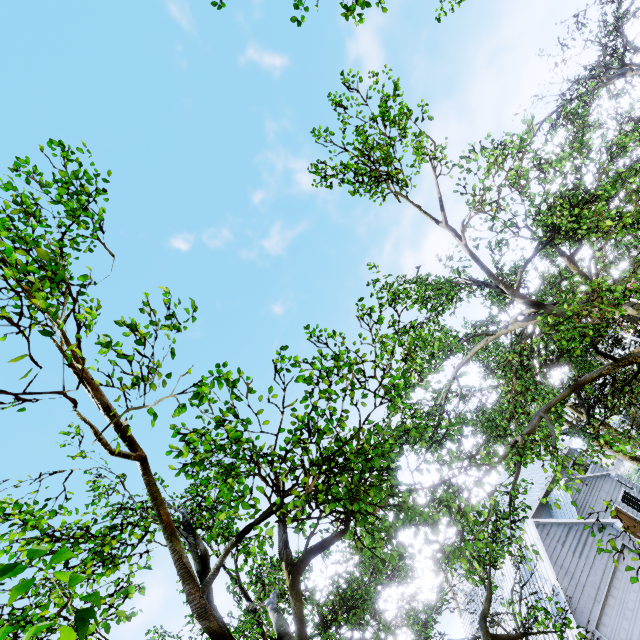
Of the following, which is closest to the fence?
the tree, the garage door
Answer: the tree

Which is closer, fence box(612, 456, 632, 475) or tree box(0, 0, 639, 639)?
tree box(0, 0, 639, 639)

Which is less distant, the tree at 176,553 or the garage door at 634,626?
the tree at 176,553

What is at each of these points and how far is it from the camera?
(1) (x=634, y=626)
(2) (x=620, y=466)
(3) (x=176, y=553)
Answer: (1) garage door, 14.5 meters
(2) fence, 40.2 meters
(3) tree, 5.5 meters

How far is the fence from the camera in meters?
36.8 m

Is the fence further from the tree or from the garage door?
the garage door

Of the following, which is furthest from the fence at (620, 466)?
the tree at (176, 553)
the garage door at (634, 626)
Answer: the garage door at (634, 626)
